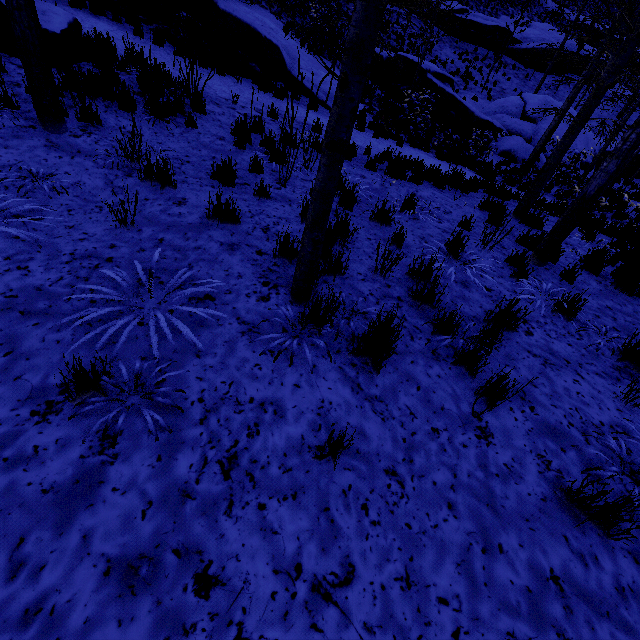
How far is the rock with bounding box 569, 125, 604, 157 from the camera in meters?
19.0 m

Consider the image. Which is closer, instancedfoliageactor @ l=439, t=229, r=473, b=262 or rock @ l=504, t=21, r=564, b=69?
instancedfoliageactor @ l=439, t=229, r=473, b=262

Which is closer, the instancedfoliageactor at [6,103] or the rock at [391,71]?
the instancedfoliageactor at [6,103]

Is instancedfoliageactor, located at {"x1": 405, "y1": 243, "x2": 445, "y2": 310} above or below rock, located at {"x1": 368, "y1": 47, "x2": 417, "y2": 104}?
below

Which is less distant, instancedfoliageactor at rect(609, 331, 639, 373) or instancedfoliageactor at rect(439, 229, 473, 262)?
instancedfoliageactor at rect(609, 331, 639, 373)

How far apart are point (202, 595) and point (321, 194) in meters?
2.5 m

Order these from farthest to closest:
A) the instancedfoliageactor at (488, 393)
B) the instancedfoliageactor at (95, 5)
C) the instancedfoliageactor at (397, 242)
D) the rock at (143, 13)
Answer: the rock at (143, 13)
the instancedfoliageactor at (95, 5)
the instancedfoliageactor at (397, 242)
the instancedfoliageactor at (488, 393)
